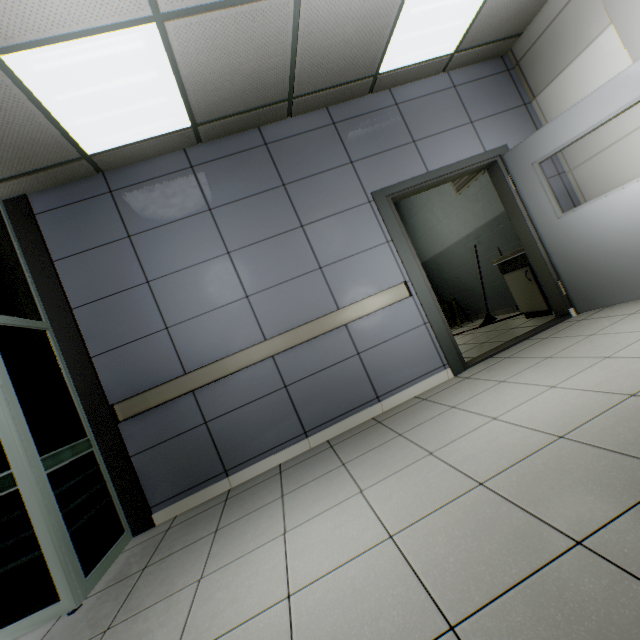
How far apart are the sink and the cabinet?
0.0 meters

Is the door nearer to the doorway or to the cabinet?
the cabinet

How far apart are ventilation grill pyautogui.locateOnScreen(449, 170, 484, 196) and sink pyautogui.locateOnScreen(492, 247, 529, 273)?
1.47m

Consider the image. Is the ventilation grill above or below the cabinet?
above

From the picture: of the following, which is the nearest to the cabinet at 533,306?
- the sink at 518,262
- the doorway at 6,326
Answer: the sink at 518,262

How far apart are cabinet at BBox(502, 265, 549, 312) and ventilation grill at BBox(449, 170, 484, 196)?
1.67m

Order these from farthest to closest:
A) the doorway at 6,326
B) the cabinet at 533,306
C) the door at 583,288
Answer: the cabinet at 533,306 < the door at 583,288 < the doorway at 6,326

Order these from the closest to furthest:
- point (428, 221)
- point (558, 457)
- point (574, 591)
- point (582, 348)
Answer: point (574, 591)
point (558, 457)
point (582, 348)
point (428, 221)
